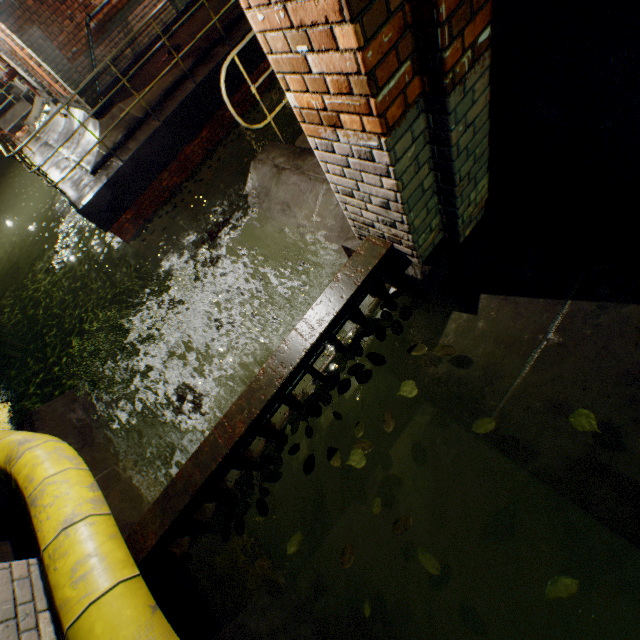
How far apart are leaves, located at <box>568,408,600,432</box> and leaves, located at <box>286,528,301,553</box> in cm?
189

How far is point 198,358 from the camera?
3.96m

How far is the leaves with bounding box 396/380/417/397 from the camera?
2.37m

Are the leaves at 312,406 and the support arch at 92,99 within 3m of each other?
no

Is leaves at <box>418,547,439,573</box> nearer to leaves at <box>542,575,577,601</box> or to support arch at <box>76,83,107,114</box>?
leaves at <box>542,575,577,601</box>

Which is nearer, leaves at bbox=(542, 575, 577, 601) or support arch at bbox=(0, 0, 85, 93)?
leaves at bbox=(542, 575, 577, 601)

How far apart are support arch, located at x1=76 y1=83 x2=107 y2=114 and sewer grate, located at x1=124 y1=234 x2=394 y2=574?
8.5m

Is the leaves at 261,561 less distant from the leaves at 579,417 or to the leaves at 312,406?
the leaves at 312,406
